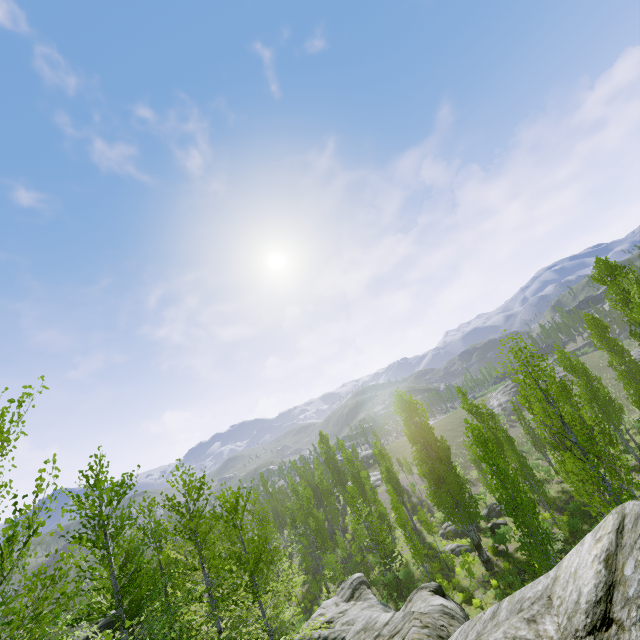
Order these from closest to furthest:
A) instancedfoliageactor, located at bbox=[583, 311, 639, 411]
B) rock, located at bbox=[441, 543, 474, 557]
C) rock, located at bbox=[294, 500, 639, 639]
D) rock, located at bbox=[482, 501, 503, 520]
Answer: rock, located at bbox=[294, 500, 639, 639], instancedfoliageactor, located at bbox=[583, 311, 639, 411], rock, located at bbox=[441, 543, 474, 557], rock, located at bbox=[482, 501, 503, 520]

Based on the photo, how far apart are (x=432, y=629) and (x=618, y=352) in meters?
34.8

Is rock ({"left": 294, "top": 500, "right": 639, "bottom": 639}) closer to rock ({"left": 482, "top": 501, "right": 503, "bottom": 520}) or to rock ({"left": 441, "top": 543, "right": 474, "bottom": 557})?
rock ({"left": 441, "top": 543, "right": 474, "bottom": 557})

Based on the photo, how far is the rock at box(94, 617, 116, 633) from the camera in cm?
1491

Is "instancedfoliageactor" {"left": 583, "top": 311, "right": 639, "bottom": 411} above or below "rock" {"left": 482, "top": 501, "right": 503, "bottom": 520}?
above

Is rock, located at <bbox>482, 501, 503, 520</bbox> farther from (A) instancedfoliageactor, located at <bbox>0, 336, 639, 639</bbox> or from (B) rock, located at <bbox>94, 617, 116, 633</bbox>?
(B) rock, located at <bbox>94, 617, 116, 633</bbox>

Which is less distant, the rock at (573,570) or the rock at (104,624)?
the rock at (573,570)

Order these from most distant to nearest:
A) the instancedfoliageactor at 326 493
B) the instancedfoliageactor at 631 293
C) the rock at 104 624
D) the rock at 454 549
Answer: the rock at 454 549 < the instancedfoliageactor at 631 293 < the rock at 104 624 < the instancedfoliageactor at 326 493
